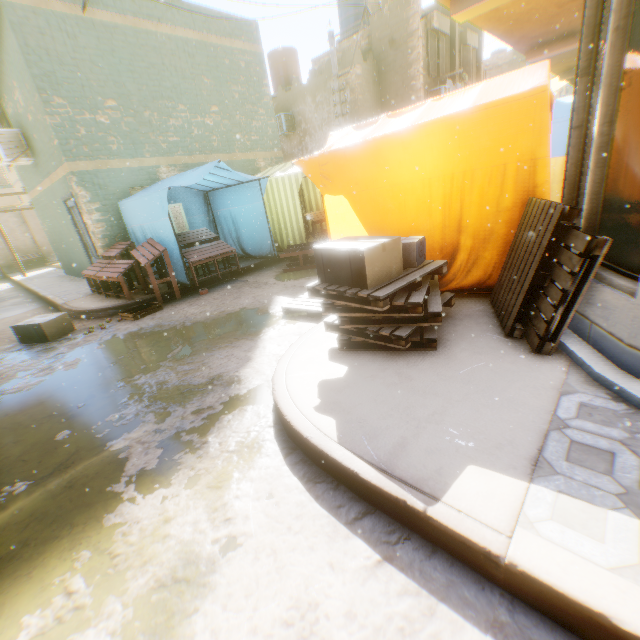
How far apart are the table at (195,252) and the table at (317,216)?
3.2m

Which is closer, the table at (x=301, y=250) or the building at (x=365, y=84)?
the building at (x=365, y=84)

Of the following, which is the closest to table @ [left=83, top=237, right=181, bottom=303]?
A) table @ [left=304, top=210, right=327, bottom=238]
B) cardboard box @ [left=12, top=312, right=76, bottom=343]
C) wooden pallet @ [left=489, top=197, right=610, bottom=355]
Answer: cardboard box @ [left=12, top=312, right=76, bottom=343]

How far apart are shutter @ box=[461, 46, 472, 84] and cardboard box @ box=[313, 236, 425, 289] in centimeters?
1773cm

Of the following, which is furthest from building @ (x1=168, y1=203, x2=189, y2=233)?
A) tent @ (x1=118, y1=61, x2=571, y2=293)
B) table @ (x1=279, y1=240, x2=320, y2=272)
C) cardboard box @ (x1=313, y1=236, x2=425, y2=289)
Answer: table @ (x1=279, y1=240, x2=320, y2=272)

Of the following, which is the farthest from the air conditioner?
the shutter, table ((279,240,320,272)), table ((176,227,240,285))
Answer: table ((279,240,320,272))

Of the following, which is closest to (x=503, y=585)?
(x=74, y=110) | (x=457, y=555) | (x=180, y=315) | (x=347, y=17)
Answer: (x=457, y=555)

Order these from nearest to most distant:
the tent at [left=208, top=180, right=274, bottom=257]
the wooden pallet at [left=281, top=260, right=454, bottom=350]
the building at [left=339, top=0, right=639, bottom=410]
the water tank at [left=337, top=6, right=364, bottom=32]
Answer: the building at [left=339, top=0, right=639, bottom=410] < the wooden pallet at [left=281, top=260, right=454, bottom=350] < the tent at [left=208, top=180, right=274, bottom=257] < the water tank at [left=337, top=6, right=364, bottom=32]
